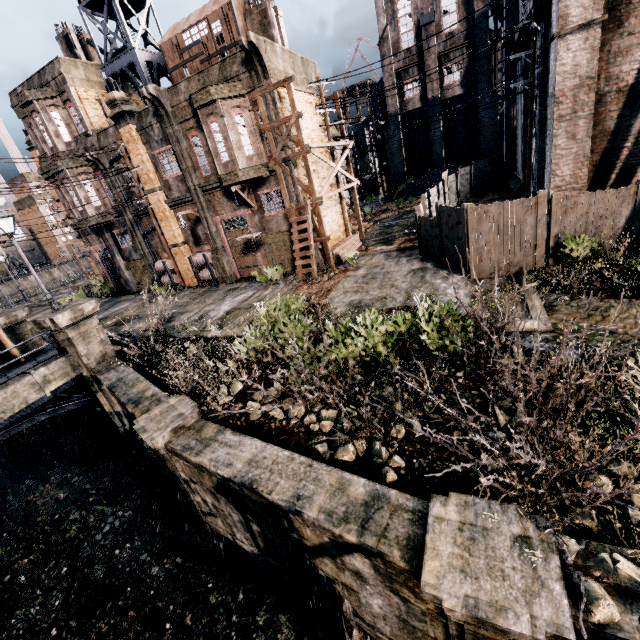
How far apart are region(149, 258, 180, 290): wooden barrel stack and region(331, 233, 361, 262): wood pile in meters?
13.0

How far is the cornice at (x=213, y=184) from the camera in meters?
20.3 m

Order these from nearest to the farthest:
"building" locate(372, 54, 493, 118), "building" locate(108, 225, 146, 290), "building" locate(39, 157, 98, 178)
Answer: "building" locate(39, 157, 98, 178)
"building" locate(108, 225, 146, 290)
"building" locate(372, 54, 493, 118)

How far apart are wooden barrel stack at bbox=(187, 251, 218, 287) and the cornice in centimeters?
386cm

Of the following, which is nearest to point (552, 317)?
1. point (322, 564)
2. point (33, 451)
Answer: point (322, 564)

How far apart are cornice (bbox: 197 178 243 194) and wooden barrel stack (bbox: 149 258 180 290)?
6.3m

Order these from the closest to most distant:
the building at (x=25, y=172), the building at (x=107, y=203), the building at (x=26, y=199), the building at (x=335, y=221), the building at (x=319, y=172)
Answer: the building at (x=319, y=172) → the building at (x=335, y=221) → the building at (x=107, y=203) → the building at (x=25, y=172) → the building at (x=26, y=199)

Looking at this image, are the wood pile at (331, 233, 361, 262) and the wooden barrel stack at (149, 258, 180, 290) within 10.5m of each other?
no
